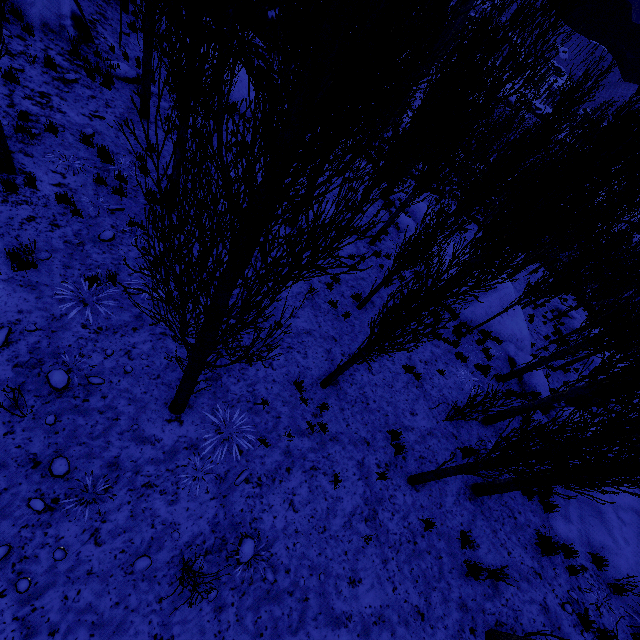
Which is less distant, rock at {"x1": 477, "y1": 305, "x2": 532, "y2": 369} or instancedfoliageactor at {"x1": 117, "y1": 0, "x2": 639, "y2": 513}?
Result: instancedfoliageactor at {"x1": 117, "y1": 0, "x2": 639, "y2": 513}

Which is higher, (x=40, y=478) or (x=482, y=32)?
(x=482, y=32)

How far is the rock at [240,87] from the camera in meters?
17.2

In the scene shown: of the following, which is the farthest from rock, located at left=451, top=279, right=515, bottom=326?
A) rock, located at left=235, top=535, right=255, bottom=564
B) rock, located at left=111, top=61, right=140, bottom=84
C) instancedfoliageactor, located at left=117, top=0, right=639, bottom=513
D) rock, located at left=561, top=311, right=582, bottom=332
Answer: rock, located at left=111, top=61, right=140, bottom=84

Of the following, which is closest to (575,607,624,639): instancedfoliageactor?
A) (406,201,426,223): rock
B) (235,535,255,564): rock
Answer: (406,201,426,223): rock

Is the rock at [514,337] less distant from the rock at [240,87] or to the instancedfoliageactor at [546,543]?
the instancedfoliageactor at [546,543]

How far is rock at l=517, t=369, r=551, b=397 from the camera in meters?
12.9

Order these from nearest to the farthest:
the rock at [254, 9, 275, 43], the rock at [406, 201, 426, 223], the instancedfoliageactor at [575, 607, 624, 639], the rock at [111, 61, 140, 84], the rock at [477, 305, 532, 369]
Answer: the instancedfoliageactor at [575, 607, 624, 639]
the rock at [111, 61, 140, 84]
the rock at [477, 305, 532, 369]
the rock at [406, 201, 426, 223]
the rock at [254, 9, 275, 43]
